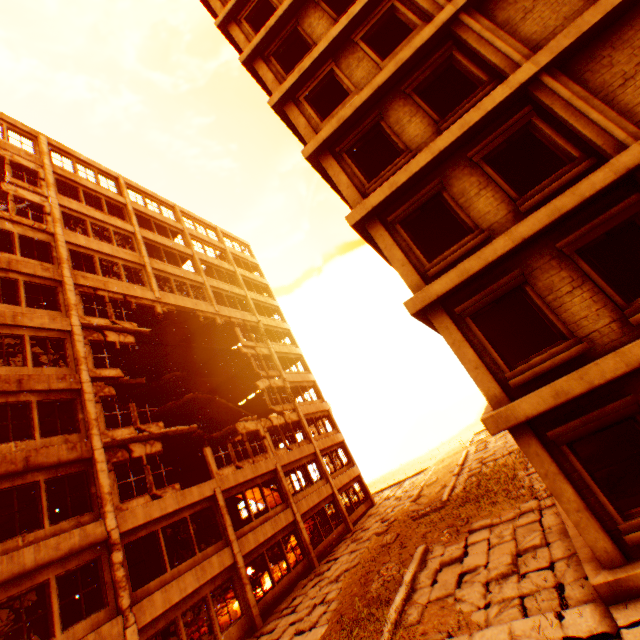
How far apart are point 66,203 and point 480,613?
26.1m

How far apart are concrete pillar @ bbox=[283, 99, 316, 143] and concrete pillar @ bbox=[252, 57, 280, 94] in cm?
43

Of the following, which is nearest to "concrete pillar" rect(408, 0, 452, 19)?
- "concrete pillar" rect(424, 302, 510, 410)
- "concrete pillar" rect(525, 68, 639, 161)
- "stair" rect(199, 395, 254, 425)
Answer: "concrete pillar" rect(525, 68, 639, 161)

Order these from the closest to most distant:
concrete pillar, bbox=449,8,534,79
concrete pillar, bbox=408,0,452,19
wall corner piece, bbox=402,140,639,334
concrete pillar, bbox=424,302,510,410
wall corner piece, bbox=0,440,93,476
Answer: wall corner piece, bbox=402,140,639,334 → concrete pillar, bbox=424,302,510,410 → concrete pillar, bbox=449,8,534,79 → concrete pillar, bbox=408,0,452,19 → wall corner piece, bbox=0,440,93,476

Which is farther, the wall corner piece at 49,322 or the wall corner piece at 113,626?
the wall corner piece at 49,322

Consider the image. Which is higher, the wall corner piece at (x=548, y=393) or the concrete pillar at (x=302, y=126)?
the concrete pillar at (x=302, y=126)

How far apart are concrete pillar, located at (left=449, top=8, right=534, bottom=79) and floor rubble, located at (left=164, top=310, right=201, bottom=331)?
20.4m

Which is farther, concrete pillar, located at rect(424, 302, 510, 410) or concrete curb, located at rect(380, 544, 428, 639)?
concrete curb, located at rect(380, 544, 428, 639)
